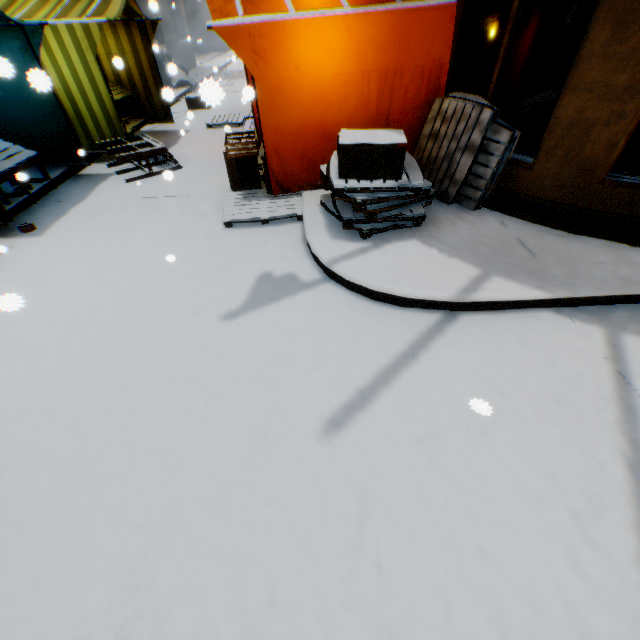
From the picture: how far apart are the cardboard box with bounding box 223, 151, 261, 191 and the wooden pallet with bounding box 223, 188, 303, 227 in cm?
1

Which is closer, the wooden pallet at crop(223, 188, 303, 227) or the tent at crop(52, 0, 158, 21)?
the wooden pallet at crop(223, 188, 303, 227)

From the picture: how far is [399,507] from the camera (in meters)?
2.03

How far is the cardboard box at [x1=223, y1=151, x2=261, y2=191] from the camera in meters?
5.2

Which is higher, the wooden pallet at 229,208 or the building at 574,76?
the building at 574,76

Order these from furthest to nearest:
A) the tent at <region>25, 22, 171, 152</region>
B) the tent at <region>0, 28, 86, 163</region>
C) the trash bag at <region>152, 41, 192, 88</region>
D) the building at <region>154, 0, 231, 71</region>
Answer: the building at <region>154, 0, 231, 71</region> → the trash bag at <region>152, 41, 192, 88</region> → the tent at <region>25, 22, 171, 152</region> → the tent at <region>0, 28, 86, 163</region>

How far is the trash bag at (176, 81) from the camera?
6.7m

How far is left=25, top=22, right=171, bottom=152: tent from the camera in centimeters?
569cm
